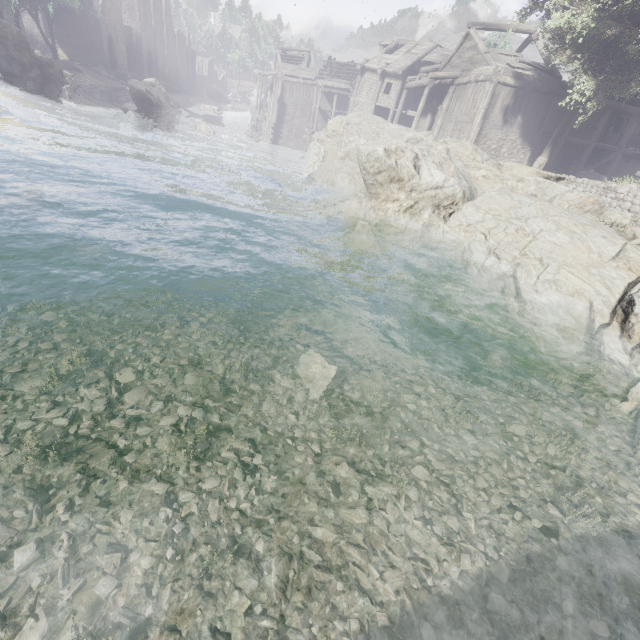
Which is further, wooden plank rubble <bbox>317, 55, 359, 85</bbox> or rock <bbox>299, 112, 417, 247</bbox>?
wooden plank rubble <bbox>317, 55, 359, 85</bbox>

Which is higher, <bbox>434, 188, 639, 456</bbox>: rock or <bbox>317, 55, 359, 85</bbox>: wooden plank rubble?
<bbox>317, 55, 359, 85</bbox>: wooden plank rubble

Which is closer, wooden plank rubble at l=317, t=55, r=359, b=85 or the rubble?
the rubble

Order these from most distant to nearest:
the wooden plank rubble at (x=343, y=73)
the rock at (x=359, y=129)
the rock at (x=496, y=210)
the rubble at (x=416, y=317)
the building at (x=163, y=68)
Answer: the wooden plank rubble at (x=343, y=73)
the building at (x=163, y=68)
the rock at (x=359, y=129)
the rubble at (x=416, y=317)
the rock at (x=496, y=210)

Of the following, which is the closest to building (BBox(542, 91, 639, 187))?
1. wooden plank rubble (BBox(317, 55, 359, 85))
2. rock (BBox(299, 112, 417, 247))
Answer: wooden plank rubble (BBox(317, 55, 359, 85))

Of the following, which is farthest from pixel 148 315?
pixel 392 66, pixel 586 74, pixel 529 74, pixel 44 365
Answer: pixel 392 66

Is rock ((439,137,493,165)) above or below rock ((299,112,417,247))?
above

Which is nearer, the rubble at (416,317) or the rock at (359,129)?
the rubble at (416,317)
